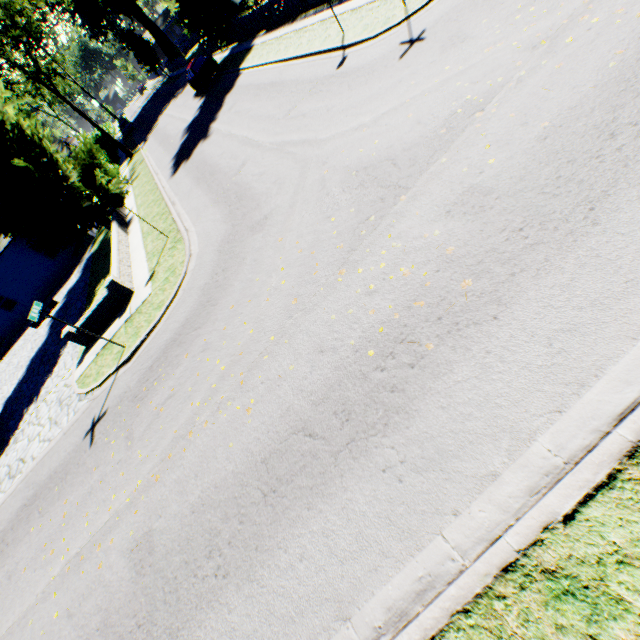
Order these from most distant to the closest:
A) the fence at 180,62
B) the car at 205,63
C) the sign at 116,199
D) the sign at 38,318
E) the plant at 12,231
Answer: the fence at 180,62
the car at 205,63
the plant at 12,231
the sign at 116,199
the sign at 38,318

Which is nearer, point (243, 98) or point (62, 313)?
point (243, 98)

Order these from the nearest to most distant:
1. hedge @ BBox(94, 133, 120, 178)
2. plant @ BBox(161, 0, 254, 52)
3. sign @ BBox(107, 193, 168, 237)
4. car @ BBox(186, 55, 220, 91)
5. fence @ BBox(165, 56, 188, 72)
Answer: sign @ BBox(107, 193, 168, 237) < plant @ BBox(161, 0, 254, 52) < car @ BBox(186, 55, 220, 91) < hedge @ BBox(94, 133, 120, 178) < fence @ BBox(165, 56, 188, 72)

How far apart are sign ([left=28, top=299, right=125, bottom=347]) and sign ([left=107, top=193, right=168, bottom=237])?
4.5 meters

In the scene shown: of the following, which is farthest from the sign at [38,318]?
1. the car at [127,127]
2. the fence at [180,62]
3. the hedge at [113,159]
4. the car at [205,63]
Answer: the fence at [180,62]

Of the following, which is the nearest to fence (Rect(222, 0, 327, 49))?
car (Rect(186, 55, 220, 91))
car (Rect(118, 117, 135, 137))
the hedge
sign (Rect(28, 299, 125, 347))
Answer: car (Rect(186, 55, 220, 91))

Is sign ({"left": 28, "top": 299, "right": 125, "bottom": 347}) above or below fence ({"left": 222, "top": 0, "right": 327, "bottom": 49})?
above

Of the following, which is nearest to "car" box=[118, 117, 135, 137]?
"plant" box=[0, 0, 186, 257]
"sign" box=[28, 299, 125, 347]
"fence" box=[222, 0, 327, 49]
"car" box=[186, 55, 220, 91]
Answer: "plant" box=[0, 0, 186, 257]
